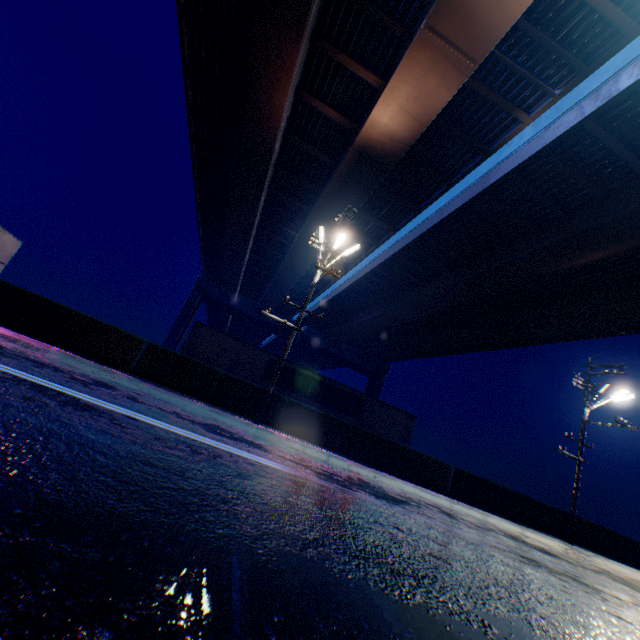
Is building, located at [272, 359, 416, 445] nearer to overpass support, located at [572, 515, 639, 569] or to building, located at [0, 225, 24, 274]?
building, located at [0, 225, 24, 274]

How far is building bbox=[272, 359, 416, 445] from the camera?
24.0 meters

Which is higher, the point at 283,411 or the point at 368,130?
the point at 368,130

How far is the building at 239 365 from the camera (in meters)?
22.00

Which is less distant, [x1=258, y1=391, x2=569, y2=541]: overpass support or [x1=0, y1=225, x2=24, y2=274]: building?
[x1=258, y1=391, x2=569, y2=541]: overpass support

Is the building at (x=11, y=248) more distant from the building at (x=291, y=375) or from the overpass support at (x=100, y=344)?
the overpass support at (x=100, y=344)

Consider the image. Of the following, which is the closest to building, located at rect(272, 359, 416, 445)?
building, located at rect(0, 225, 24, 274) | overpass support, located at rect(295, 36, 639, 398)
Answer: building, located at rect(0, 225, 24, 274)
